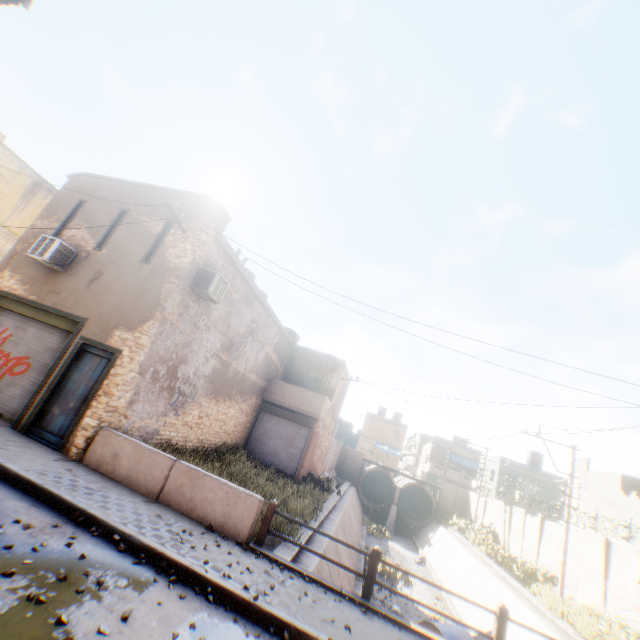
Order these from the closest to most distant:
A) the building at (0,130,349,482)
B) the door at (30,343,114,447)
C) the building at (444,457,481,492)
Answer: the door at (30,343,114,447)
the building at (0,130,349,482)
the building at (444,457,481,492)

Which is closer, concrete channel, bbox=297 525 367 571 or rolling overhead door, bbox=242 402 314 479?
concrete channel, bbox=297 525 367 571

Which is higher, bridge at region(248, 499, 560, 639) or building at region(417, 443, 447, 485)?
building at region(417, 443, 447, 485)

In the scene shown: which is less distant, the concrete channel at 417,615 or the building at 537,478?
the concrete channel at 417,615

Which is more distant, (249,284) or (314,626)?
(249,284)

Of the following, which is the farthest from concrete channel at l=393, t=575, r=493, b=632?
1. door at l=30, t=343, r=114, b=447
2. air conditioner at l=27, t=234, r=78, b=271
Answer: door at l=30, t=343, r=114, b=447

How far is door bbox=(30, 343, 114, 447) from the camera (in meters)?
8.54
